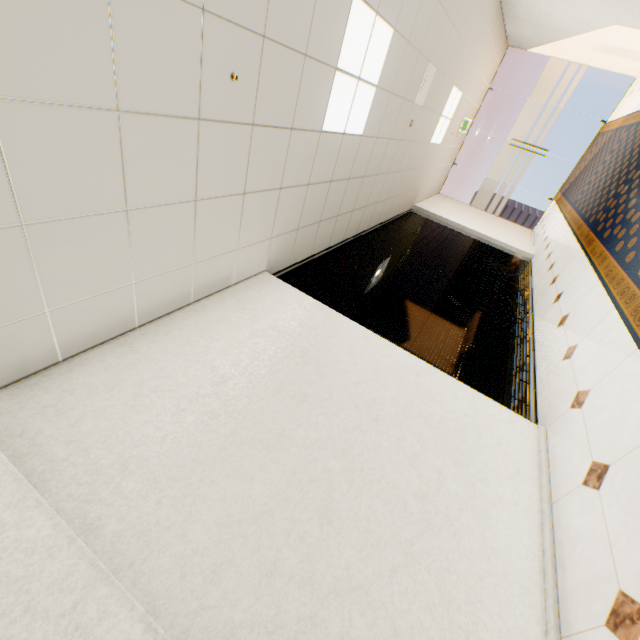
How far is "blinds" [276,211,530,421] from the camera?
3.5 meters

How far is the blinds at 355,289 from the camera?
3.5 meters

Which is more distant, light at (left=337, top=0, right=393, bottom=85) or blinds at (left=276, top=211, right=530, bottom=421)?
blinds at (left=276, top=211, right=530, bottom=421)

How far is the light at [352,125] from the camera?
3.0m

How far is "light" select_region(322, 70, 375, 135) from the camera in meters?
3.0 m

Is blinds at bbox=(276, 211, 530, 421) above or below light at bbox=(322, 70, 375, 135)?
below

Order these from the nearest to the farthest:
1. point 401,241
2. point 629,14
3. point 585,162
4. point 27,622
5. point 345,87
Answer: point 27,622 < point 345,87 < point 629,14 < point 401,241 < point 585,162
